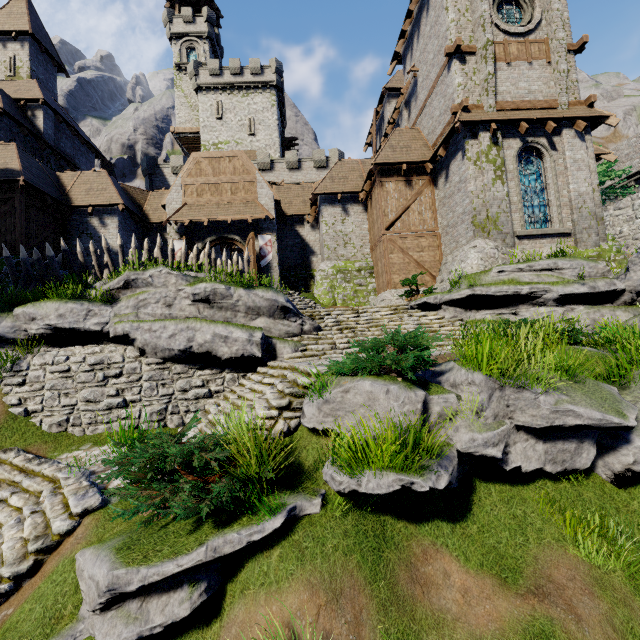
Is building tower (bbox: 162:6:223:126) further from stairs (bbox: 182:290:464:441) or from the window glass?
the window glass

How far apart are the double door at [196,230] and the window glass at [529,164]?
13.1m

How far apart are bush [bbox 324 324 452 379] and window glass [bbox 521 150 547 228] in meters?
11.3 m

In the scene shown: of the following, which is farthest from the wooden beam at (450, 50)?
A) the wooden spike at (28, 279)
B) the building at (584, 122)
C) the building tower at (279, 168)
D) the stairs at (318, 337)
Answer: the wooden spike at (28, 279)

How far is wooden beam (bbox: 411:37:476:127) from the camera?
14.2 meters

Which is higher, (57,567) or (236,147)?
(236,147)

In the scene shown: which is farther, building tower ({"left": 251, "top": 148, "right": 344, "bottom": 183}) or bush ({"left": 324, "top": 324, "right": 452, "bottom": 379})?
building tower ({"left": 251, "top": 148, "right": 344, "bottom": 183})

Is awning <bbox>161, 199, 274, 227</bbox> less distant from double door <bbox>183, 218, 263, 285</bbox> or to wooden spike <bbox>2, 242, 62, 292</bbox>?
double door <bbox>183, 218, 263, 285</bbox>
